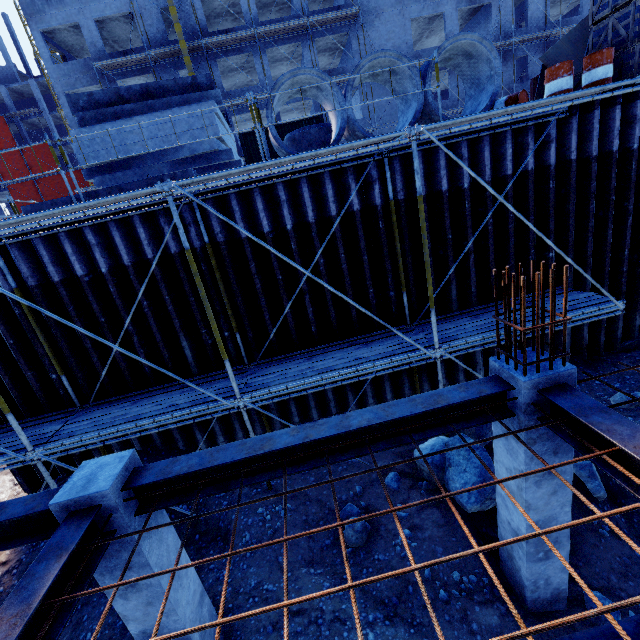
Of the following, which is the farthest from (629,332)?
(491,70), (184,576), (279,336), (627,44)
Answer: (184,576)

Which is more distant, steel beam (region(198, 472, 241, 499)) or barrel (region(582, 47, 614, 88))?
barrel (region(582, 47, 614, 88))

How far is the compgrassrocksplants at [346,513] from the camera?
6.0 meters

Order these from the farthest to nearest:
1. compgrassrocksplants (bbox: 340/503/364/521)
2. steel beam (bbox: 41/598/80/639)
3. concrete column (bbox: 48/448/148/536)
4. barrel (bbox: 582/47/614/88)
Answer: barrel (bbox: 582/47/614/88), compgrassrocksplants (bbox: 340/503/364/521), concrete column (bbox: 48/448/148/536), steel beam (bbox: 41/598/80/639)

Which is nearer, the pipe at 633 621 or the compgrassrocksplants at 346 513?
the pipe at 633 621

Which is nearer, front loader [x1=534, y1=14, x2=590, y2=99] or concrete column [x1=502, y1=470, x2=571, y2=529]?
concrete column [x1=502, y1=470, x2=571, y2=529]

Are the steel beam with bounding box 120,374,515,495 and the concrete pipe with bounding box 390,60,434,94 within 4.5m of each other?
no

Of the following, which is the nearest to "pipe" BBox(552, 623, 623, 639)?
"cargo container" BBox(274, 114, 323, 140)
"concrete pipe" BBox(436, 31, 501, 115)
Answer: "concrete pipe" BBox(436, 31, 501, 115)
